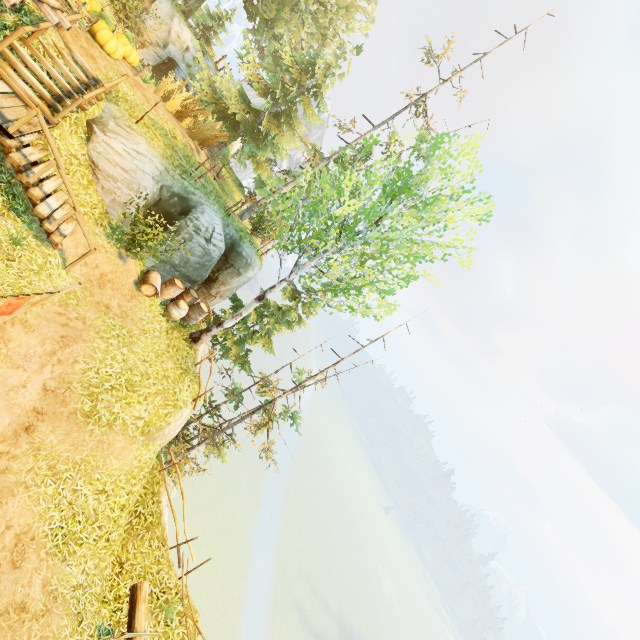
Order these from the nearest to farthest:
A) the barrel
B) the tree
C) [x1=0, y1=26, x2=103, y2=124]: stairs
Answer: [x1=0, y1=26, x2=103, y2=124]: stairs → the tree → the barrel

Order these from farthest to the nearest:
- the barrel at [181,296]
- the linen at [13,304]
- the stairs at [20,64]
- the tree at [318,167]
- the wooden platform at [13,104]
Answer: the barrel at [181,296], the tree at [318,167], the stairs at [20,64], the wooden platform at [13,104], the linen at [13,304]

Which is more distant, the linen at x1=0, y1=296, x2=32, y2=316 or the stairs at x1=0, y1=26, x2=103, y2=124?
the stairs at x1=0, y1=26, x2=103, y2=124

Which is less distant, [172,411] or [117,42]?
[172,411]

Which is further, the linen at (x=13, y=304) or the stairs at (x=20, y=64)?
the stairs at (x=20, y=64)

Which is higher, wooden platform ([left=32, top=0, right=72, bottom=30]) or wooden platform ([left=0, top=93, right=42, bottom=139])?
wooden platform ([left=32, top=0, right=72, bottom=30])

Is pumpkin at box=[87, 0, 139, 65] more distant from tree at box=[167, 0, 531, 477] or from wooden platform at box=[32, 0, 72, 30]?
tree at box=[167, 0, 531, 477]

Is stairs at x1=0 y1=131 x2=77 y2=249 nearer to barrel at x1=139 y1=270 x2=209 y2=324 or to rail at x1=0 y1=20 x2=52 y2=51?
rail at x1=0 y1=20 x2=52 y2=51
